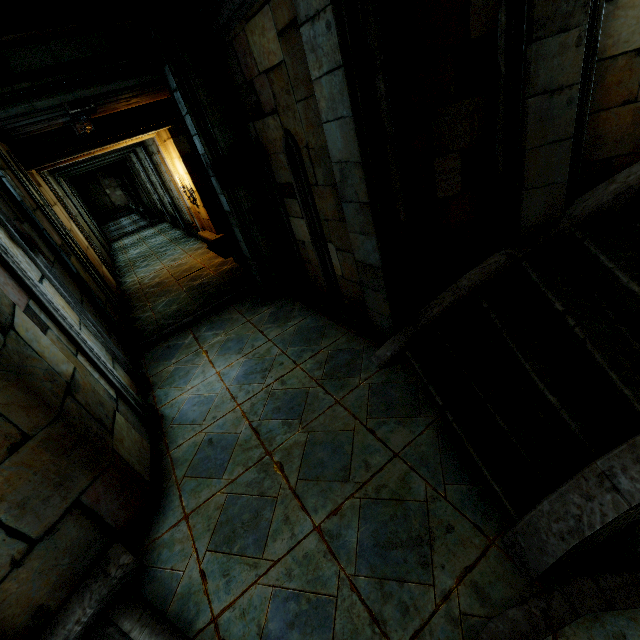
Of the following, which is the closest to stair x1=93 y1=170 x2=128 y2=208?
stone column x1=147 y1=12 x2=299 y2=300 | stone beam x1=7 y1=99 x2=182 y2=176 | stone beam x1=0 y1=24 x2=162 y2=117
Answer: stone beam x1=7 y1=99 x2=182 y2=176

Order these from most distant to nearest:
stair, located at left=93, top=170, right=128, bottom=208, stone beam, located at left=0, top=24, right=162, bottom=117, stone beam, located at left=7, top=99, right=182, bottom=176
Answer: stair, located at left=93, top=170, right=128, bottom=208
stone beam, located at left=7, top=99, right=182, bottom=176
stone beam, located at left=0, top=24, right=162, bottom=117

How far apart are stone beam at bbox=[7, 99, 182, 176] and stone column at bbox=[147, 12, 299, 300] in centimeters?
562cm

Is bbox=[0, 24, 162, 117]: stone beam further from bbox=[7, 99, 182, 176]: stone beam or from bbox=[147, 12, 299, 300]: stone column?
bbox=[7, 99, 182, 176]: stone beam

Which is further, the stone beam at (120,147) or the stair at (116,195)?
the stair at (116,195)

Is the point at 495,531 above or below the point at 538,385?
below

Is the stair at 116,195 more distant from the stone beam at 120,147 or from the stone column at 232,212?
the stone column at 232,212

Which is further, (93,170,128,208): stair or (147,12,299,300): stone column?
(93,170,128,208): stair
